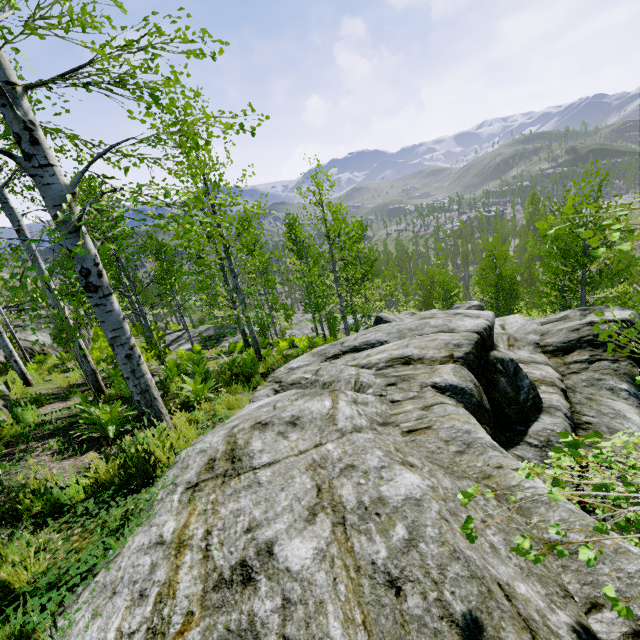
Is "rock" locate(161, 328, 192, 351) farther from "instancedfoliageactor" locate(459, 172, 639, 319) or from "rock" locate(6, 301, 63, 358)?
"rock" locate(6, 301, 63, 358)

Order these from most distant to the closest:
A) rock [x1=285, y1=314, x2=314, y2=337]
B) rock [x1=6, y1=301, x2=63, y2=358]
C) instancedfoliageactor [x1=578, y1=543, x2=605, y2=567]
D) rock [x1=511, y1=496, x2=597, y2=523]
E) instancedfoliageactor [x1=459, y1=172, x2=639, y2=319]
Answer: rock [x1=285, y1=314, x2=314, y2=337]
rock [x1=6, y1=301, x2=63, y2=358]
instancedfoliageactor [x1=459, y1=172, x2=639, y2=319]
rock [x1=511, y1=496, x2=597, y2=523]
instancedfoliageactor [x1=578, y1=543, x2=605, y2=567]

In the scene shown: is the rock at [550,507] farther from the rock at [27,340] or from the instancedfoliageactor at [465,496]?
the rock at [27,340]

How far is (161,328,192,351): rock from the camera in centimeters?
2039cm

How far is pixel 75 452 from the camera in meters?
4.7

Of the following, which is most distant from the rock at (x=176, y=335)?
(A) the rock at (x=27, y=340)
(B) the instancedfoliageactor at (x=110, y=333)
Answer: (A) the rock at (x=27, y=340)

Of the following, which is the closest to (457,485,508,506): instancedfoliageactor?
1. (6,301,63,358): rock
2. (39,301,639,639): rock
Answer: (39,301,639,639): rock
